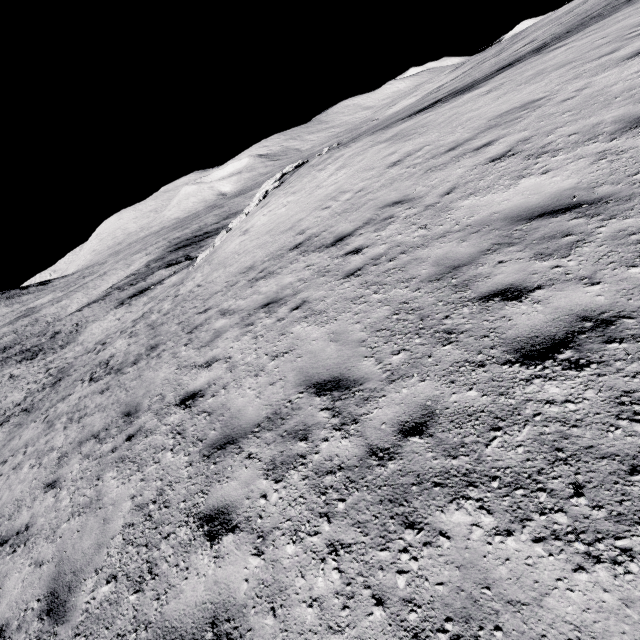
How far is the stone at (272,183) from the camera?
23.1 meters

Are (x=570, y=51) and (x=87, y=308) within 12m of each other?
no

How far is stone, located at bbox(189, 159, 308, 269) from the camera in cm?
2311
